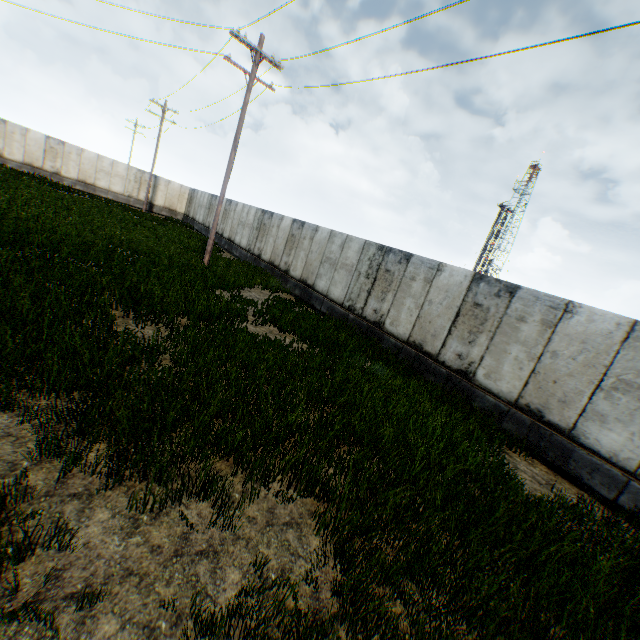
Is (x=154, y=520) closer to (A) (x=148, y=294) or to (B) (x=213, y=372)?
(B) (x=213, y=372)
